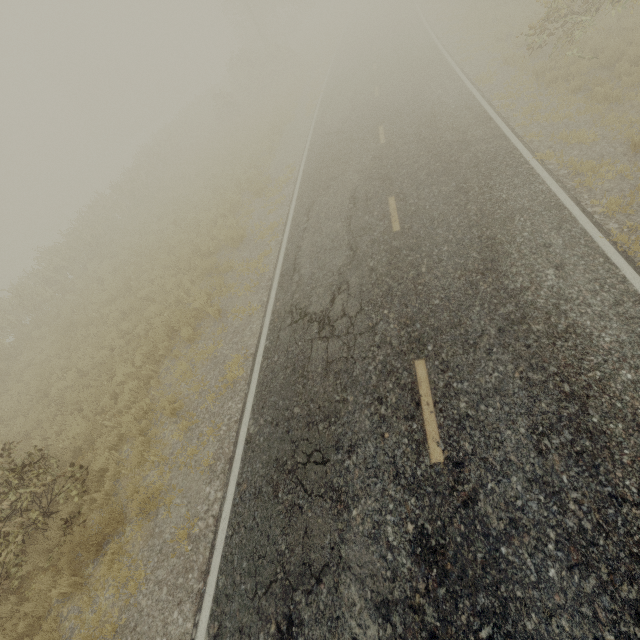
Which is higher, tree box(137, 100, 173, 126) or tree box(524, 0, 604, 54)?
tree box(524, 0, 604, 54)

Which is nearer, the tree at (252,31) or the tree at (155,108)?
the tree at (252,31)

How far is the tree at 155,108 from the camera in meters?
56.2

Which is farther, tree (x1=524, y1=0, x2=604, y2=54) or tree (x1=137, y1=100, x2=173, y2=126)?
tree (x1=137, y1=100, x2=173, y2=126)

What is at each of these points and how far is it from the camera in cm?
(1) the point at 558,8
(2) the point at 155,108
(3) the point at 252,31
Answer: (1) tree, 952
(2) tree, 5759
(3) tree, 3509

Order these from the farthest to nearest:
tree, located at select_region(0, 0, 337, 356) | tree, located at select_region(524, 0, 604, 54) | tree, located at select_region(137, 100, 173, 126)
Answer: tree, located at select_region(137, 100, 173, 126) < tree, located at select_region(0, 0, 337, 356) < tree, located at select_region(524, 0, 604, 54)

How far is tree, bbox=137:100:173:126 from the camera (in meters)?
56.22
